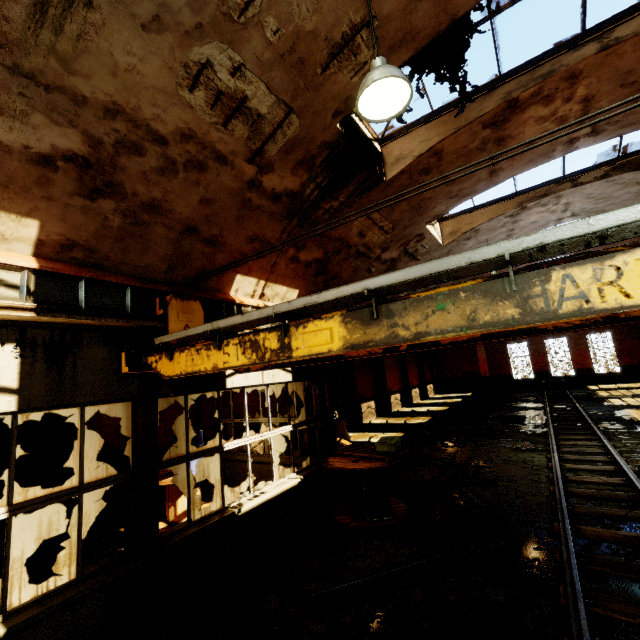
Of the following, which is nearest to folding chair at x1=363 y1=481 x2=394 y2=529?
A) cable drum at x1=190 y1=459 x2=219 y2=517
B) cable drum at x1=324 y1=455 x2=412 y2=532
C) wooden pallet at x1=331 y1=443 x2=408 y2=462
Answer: cable drum at x1=324 y1=455 x2=412 y2=532

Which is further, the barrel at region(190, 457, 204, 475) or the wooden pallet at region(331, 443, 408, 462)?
the barrel at region(190, 457, 204, 475)

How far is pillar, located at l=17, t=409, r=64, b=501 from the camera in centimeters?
714cm

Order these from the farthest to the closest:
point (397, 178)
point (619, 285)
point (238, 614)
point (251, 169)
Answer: point (397, 178) < point (251, 169) < point (238, 614) < point (619, 285)

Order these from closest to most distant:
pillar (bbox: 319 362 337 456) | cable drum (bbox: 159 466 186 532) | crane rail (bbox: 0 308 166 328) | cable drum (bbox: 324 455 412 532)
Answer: crane rail (bbox: 0 308 166 328) < cable drum (bbox: 324 455 412 532) < cable drum (bbox: 159 466 186 532) < pillar (bbox: 319 362 337 456)

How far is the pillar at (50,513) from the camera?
6.9 meters

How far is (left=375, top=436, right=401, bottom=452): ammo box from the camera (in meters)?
7.16

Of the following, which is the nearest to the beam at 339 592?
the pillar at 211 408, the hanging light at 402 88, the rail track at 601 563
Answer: A: the rail track at 601 563
